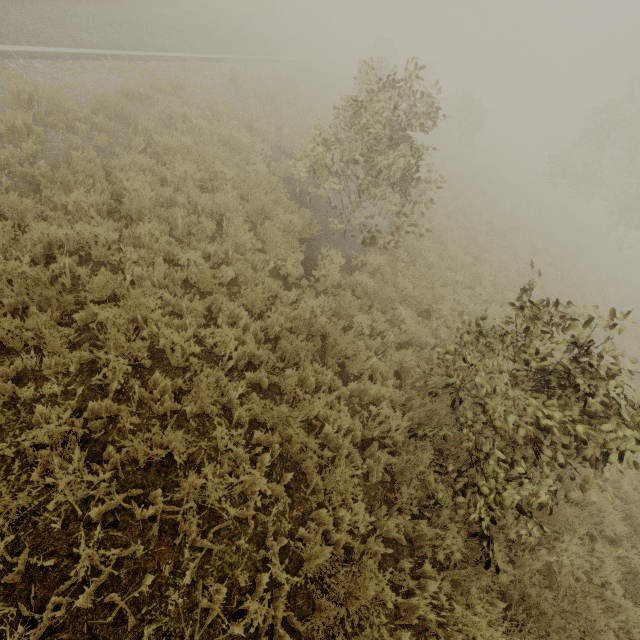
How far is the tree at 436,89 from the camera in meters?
7.1

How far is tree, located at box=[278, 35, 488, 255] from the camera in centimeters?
708cm

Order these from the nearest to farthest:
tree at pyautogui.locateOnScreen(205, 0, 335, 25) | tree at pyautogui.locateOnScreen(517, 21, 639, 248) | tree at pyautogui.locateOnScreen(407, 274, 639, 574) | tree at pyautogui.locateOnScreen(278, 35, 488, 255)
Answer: tree at pyautogui.locateOnScreen(407, 274, 639, 574), tree at pyautogui.locateOnScreen(278, 35, 488, 255), tree at pyautogui.locateOnScreen(517, 21, 639, 248), tree at pyautogui.locateOnScreen(205, 0, 335, 25)

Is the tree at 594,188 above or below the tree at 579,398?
above

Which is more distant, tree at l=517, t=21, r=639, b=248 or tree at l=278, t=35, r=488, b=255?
tree at l=517, t=21, r=639, b=248

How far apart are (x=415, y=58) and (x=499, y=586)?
9.5m
